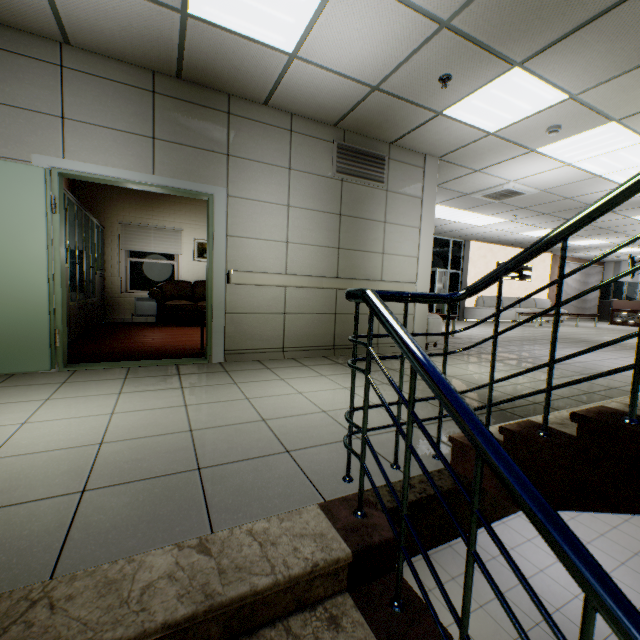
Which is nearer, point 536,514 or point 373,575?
point 536,514

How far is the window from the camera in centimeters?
802cm

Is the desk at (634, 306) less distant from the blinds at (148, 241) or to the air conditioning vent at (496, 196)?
the air conditioning vent at (496, 196)

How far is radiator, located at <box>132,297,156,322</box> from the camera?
7.93m

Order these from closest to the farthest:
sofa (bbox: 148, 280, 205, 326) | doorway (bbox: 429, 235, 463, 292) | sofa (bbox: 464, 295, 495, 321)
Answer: sofa (bbox: 148, 280, 205, 326) → doorway (bbox: 429, 235, 463, 292) → sofa (bbox: 464, 295, 495, 321)

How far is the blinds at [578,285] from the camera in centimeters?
1622cm

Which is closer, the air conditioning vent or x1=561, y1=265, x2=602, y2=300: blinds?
the air conditioning vent

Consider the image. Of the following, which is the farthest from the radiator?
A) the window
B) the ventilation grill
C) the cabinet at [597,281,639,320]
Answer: the cabinet at [597,281,639,320]
